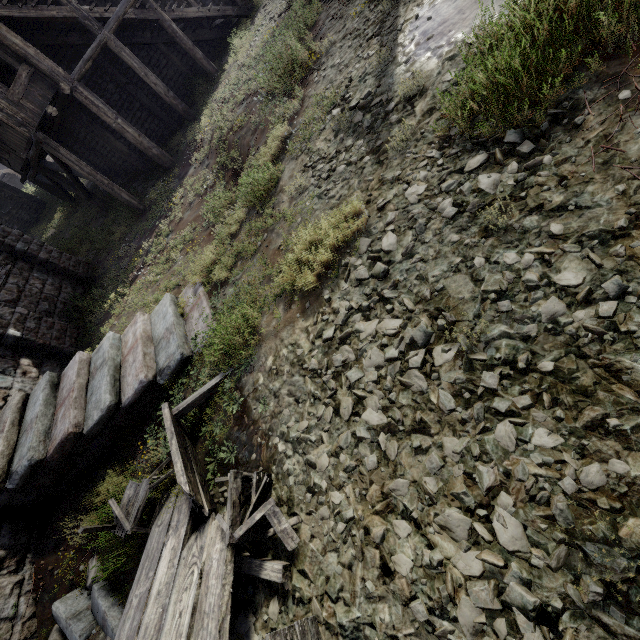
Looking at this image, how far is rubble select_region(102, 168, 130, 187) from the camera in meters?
16.8 m

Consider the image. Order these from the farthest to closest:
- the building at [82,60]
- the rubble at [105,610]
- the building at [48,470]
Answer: the building at [82,60]
the building at [48,470]
the rubble at [105,610]

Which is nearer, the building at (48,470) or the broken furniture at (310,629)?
the broken furniture at (310,629)

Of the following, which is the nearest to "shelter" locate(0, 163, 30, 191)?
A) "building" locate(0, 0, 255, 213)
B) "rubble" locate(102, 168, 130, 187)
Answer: "building" locate(0, 0, 255, 213)

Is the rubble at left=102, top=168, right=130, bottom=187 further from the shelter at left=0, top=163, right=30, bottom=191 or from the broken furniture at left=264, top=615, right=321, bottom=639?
the broken furniture at left=264, top=615, right=321, bottom=639

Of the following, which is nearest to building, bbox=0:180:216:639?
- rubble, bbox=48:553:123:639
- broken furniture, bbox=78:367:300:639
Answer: rubble, bbox=48:553:123:639

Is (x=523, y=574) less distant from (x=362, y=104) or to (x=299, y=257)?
(x=299, y=257)

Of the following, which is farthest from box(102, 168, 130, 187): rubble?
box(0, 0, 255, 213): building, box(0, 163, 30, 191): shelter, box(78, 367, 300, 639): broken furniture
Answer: box(78, 367, 300, 639): broken furniture
